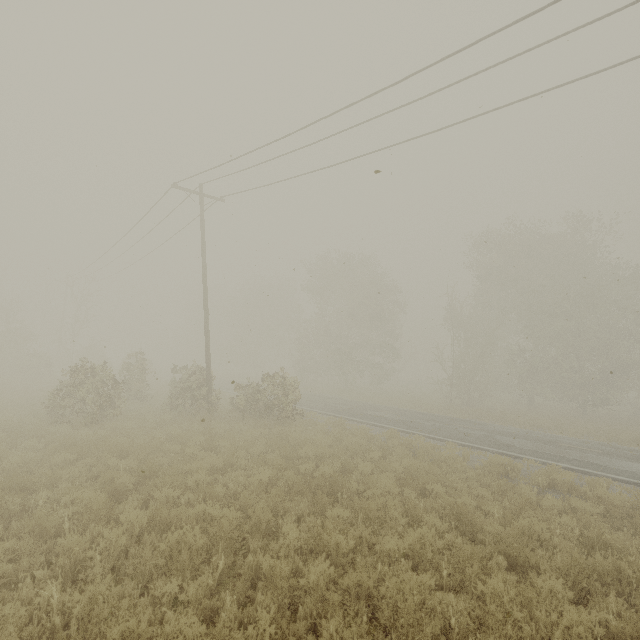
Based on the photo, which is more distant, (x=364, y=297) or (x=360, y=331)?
(x=360, y=331)
